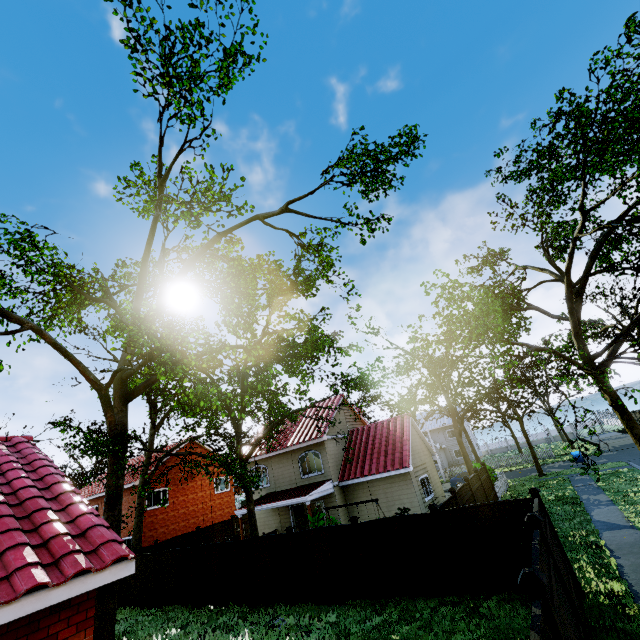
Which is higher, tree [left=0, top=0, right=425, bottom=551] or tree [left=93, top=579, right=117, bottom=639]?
tree [left=0, top=0, right=425, bottom=551]

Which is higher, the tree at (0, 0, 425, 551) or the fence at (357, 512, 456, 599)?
the tree at (0, 0, 425, 551)

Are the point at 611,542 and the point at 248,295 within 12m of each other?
no

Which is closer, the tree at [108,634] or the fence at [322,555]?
the fence at [322,555]

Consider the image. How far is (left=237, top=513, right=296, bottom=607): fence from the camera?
12.49m

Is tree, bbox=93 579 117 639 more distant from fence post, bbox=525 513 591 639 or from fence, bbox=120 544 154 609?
fence post, bbox=525 513 591 639

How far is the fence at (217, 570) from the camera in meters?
14.0 m

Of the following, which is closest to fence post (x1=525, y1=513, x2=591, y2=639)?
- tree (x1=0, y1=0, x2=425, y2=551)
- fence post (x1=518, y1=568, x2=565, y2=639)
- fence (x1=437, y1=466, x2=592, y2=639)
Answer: fence (x1=437, y1=466, x2=592, y2=639)
